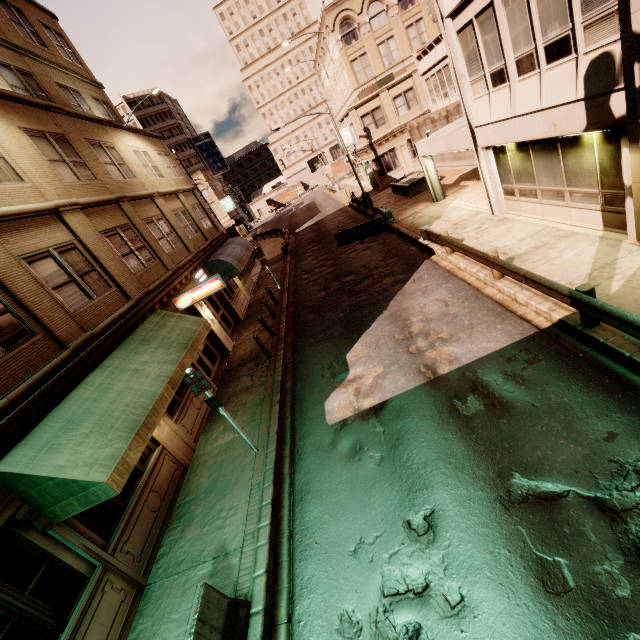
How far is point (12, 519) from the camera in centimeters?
544cm

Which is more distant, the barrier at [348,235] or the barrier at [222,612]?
the barrier at [348,235]

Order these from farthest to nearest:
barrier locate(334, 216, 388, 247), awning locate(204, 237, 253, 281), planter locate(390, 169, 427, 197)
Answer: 1. planter locate(390, 169, 427, 197)
2. barrier locate(334, 216, 388, 247)
3. awning locate(204, 237, 253, 281)

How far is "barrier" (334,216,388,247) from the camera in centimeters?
2114cm

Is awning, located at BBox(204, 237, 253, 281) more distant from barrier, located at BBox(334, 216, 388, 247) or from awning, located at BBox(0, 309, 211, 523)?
awning, located at BBox(0, 309, 211, 523)

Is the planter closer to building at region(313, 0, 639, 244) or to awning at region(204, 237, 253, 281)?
building at region(313, 0, 639, 244)

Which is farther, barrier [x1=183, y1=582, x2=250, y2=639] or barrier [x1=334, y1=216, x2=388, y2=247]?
barrier [x1=334, y1=216, x2=388, y2=247]

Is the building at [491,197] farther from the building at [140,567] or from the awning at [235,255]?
the building at [140,567]
